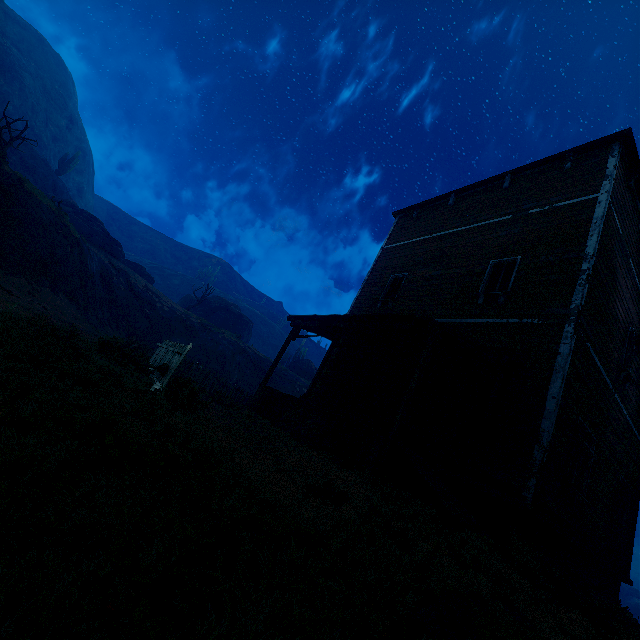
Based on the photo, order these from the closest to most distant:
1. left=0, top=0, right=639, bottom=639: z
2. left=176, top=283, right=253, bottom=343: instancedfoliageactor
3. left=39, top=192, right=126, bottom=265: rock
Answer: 1. left=0, top=0, right=639, bottom=639: z
2. left=39, top=192, right=126, bottom=265: rock
3. left=176, top=283, right=253, bottom=343: instancedfoliageactor

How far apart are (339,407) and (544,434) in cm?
591

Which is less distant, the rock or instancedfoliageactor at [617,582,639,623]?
instancedfoliageactor at [617,582,639,623]

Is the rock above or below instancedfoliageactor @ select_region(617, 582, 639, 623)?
above

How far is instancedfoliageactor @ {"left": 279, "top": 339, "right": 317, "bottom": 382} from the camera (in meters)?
38.97

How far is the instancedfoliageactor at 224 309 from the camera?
35.8 meters

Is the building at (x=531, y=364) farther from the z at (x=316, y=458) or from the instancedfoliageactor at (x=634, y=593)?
the instancedfoliageactor at (x=634, y=593)

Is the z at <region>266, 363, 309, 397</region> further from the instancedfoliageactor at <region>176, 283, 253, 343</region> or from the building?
the instancedfoliageactor at <region>176, 283, 253, 343</region>
